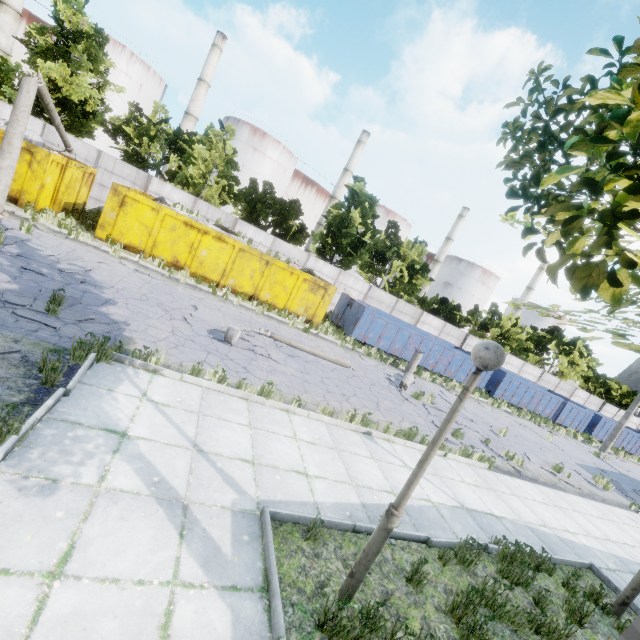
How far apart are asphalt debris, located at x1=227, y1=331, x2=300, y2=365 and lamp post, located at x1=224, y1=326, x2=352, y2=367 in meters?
0.0

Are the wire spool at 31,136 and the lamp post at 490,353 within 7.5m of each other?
no

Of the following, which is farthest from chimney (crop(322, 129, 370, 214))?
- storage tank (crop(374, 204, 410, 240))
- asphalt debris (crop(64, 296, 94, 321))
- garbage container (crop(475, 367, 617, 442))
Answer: asphalt debris (crop(64, 296, 94, 321))

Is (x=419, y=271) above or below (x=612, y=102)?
above

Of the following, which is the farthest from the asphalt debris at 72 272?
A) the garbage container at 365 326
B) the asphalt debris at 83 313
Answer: the garbage container at 365 326

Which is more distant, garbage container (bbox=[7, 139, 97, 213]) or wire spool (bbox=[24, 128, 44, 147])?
wire spool (bbox=[24, 128, 44, 147])

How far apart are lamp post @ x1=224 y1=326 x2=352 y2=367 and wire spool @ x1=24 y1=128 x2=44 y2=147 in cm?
1233

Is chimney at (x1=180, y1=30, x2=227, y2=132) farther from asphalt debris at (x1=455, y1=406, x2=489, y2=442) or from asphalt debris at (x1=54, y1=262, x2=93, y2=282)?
asphalt debris at (x1=455, y1=406, x2=489, y2=442)
